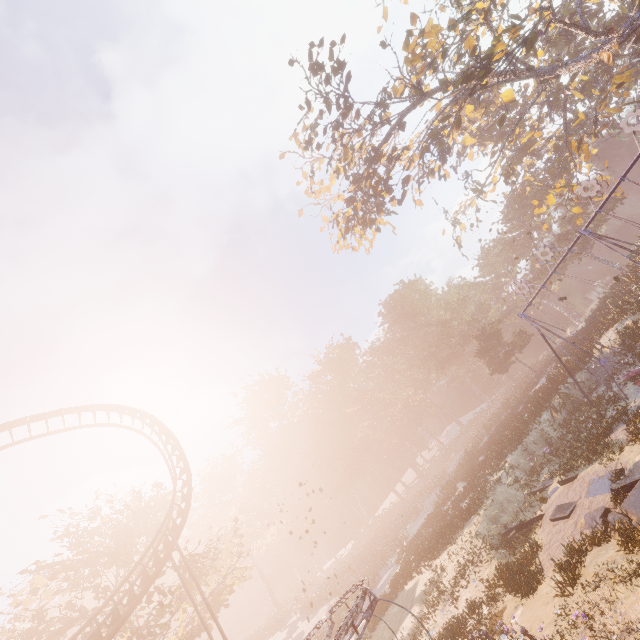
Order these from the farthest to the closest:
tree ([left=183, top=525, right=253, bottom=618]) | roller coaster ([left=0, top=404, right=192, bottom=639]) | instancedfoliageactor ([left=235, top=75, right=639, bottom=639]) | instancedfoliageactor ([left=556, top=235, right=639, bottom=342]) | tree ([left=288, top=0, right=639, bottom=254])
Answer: tree ([left=183, top=525, right=253, bottom=618]) → instancedfoliageactor ([left=556, top=235, right=639, bottom=342]) → instancedfoliageactor ([left=235, top=75, right=639, bottom=639]) → tree ([left=288, top=0, right=639, bottom=254]) → roller coaster ([left=0, top=404, right=192, bottom=639])

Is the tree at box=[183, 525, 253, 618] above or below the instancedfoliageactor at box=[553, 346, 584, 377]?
above

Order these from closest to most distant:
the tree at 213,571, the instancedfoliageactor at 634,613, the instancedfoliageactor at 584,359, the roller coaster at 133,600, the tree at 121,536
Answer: the instancedfoliageactor at 634,613 → the roller coaster at 133,600 → the tree at 121,536 → the instancedfoliageactor at 584,359 → the tree at 213,571

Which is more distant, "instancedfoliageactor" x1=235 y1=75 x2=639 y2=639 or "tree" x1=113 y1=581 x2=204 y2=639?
"tree" x1=113 y1=581 x2=204 y2=639

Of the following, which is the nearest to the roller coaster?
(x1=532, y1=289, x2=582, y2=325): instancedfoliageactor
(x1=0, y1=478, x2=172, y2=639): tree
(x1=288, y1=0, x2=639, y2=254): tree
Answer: (x1=0, y1=478, x2=172, y2=639): tree

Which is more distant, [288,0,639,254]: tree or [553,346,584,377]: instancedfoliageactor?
[553,346,584,377]: instancedfoliageactor

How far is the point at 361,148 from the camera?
25.4 meters

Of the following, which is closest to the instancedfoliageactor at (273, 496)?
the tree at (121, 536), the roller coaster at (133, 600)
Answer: the tree at (121, 536)
